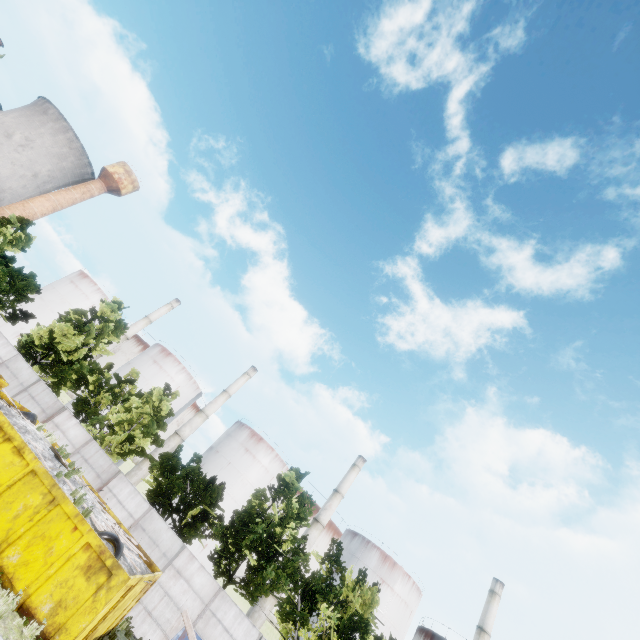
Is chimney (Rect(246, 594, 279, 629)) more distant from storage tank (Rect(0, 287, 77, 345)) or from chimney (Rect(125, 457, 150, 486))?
storage tank (Rect(0, 287, 77, 345))

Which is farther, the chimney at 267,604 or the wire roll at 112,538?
the chimney at 267,604

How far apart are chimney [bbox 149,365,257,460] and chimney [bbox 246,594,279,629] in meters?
21.6 m

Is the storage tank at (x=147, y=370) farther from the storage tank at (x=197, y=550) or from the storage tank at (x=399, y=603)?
the storage tank at (x=399, y=603)

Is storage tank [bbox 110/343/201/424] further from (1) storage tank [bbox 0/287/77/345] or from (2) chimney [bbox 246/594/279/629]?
(2) chimney [bbox 246/594/279/629]

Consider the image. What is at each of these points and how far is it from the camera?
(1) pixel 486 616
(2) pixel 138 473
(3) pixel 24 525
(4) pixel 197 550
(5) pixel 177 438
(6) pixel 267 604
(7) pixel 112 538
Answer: (1) chimney, 43.2 meters
(2) chimney, 45.0 meters
(3) garbage container, 11.4 meters
(4) storage tank, 41.5 meters
(5) chimney, 48.6 meters
(6) chimney, 38.4 meters
(7) wire roll, 12.4 meters

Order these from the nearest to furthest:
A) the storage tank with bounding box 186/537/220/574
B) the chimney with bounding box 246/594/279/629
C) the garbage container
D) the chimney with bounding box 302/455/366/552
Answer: the garbage container
the chimney with bounding box 246/594/279/629
the storage tank with bounding box 186/537/220/574
the chimney with bounding box 302/455/366/552
